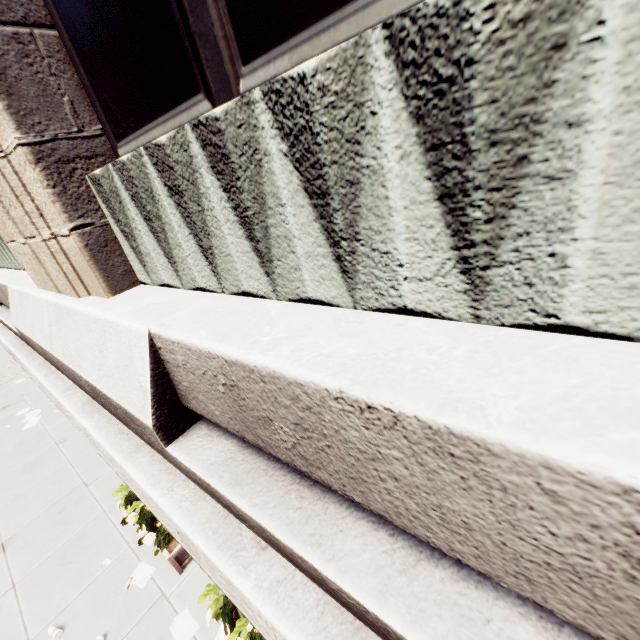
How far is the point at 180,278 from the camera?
2.66m

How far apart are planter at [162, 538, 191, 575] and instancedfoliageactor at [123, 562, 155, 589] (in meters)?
0.29

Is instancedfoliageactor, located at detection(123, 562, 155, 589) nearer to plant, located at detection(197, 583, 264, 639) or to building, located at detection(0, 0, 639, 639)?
building, located at detection(0, 0, 639, 639)

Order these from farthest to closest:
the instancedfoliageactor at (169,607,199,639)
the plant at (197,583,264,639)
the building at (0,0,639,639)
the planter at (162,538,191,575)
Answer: the planter at (162,538,191,575) < the instancedfoliageactor at (169,607,199,639) < the plant at (197,583,264,639) < the building at (0,0,639,639)

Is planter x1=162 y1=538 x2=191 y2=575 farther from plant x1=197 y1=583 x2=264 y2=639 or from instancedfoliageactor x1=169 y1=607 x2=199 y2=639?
plant x1=197 y1=583 x2=264 y2=639

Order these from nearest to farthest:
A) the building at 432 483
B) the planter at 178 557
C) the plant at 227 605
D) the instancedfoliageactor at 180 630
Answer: the building at 432 483
the plant at 227 605
the instancedfoliageactor at 180 630
the planter at 178 557

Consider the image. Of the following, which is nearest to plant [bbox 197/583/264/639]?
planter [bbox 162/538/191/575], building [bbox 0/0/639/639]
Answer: building [bbox 0/0/639/639]

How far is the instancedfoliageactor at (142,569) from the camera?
6.7m
